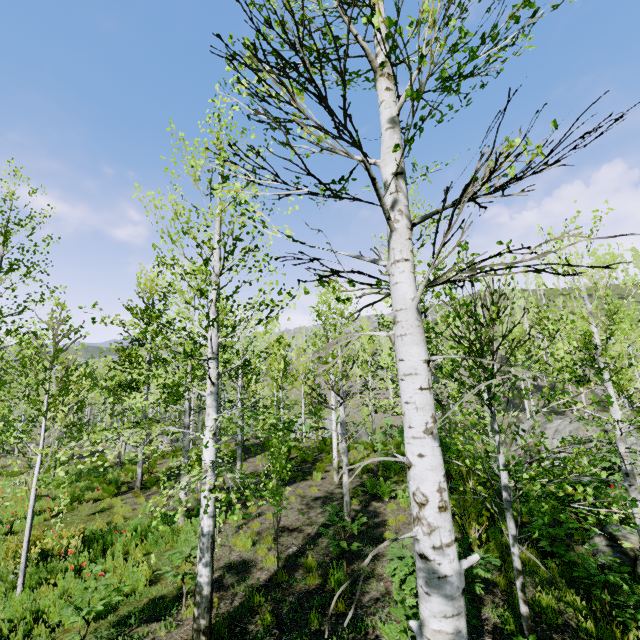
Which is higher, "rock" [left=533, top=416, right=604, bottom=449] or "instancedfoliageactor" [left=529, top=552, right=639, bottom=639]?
"rock" [left=533, top=416, right=604, bottom=449]

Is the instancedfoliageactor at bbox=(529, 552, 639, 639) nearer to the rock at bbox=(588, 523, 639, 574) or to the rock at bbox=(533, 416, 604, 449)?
the rock at bbox=(588, 523, 639, 574)

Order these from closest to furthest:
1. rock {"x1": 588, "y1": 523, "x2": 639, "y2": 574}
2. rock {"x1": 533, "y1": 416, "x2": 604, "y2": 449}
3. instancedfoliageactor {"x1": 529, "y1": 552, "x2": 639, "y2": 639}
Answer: instancedfoliageactor {"x1": 529, "y1": 552, "x2": 639, "y2": 639} → rock {"x1": 588, "y1": 523, "x2": 639, "y2": 574} → rock {"x1": 533, "y1": 416, "x2": 604, "y2": 449}

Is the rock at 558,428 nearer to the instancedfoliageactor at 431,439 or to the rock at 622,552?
the instancedfoliageactor at 431,439

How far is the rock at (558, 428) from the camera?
14.6m

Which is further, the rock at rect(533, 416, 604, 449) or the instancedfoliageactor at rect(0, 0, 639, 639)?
the rock at rect(533, 416, 604, 449)

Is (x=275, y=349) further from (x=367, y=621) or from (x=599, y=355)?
(x=599, y=355)
